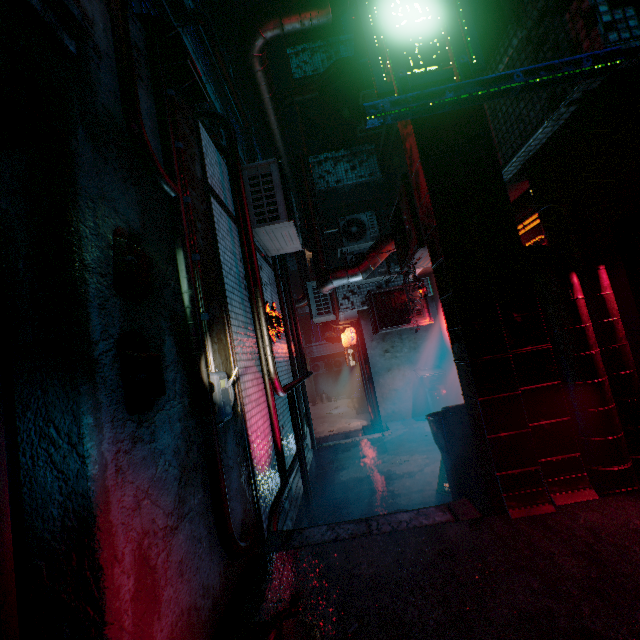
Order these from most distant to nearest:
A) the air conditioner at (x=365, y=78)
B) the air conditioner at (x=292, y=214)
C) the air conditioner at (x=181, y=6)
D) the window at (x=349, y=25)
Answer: the window at (x=349, y=25) → the air conditioner at (x=181, y=6) → the air conditioner at (x=365, y=78) → the air conditioner at (x=292, y=214)

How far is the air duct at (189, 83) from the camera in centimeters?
236cm

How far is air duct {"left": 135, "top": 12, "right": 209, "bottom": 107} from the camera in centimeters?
236cm

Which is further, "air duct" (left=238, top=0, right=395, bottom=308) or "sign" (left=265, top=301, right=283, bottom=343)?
"sign" (left=265, top=301, right=283, bottom=343)

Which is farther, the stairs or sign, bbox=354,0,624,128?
the stairs

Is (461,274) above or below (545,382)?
above

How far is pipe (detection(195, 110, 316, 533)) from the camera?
3.27m

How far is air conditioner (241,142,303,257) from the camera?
4.1 meters
